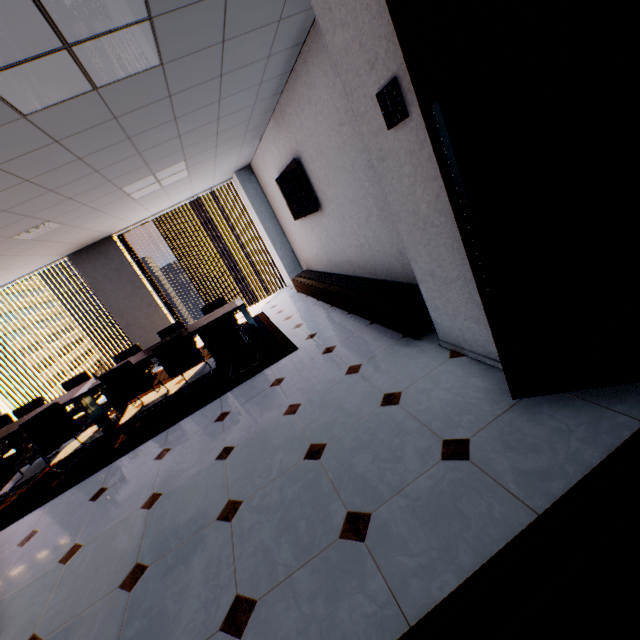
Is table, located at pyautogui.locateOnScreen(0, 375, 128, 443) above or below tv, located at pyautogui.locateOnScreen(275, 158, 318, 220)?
below

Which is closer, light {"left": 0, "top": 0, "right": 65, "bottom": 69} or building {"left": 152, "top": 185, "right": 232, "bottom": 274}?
light {"left": 0, "top": 0, "right": 65, "bottom": 69}

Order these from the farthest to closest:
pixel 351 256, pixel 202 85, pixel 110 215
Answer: pixel 110 215 → pixel 351 256 → pixel 202 85

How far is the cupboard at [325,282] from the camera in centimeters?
326cm

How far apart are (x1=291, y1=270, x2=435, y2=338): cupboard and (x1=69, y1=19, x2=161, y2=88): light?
2.83m

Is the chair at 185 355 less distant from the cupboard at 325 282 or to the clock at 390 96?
the cupboard at 325 282

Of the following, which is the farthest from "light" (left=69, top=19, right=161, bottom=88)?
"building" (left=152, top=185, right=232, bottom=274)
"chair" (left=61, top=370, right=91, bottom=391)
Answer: "building" (left=152, top=185, right=232, bottom=274)

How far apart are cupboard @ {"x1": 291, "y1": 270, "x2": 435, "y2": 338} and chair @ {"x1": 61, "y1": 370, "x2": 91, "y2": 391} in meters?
4.2 m
